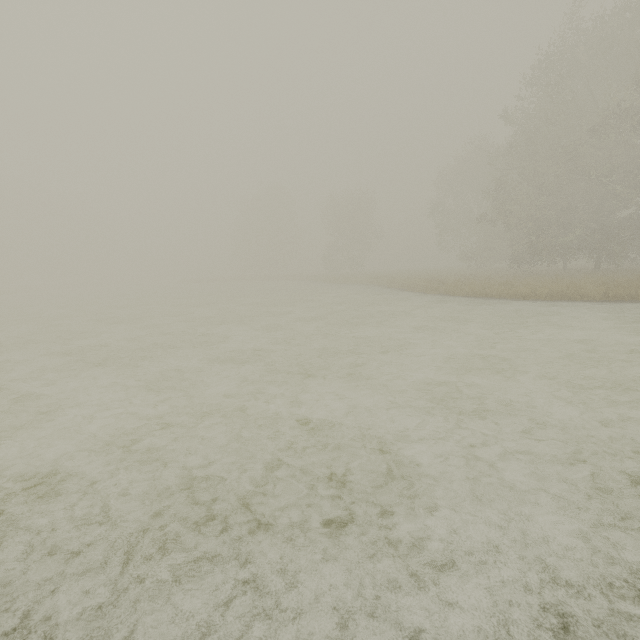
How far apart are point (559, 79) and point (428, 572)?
27.47m
